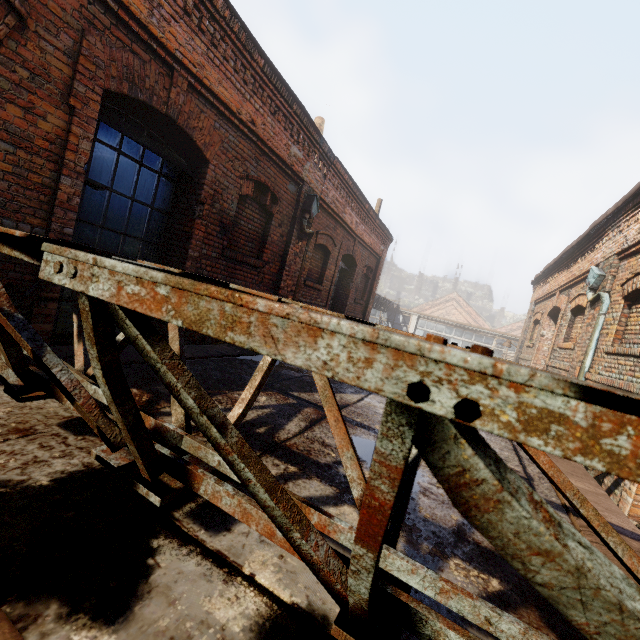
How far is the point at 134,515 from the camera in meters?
1.5

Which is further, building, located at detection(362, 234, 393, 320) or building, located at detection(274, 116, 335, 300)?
building, located at detection(362, 234, 393, 320)

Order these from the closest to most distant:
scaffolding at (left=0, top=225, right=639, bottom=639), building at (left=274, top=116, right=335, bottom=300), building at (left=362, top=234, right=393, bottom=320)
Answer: scaffolding at (left=0, top=225, right=639, bottom=639) → building at (left=274, top=116, right=335, bottom=300) → building at (left=362, top=234, right=393, bottom=320)

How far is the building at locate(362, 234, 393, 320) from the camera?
12.9 meters

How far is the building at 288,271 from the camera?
6.8 meters

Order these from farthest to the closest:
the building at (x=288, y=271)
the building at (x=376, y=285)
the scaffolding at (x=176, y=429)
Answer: the building at (x=376, y=285), the building at (x=288, y=271), the scaffolding at (x=176, y=429)

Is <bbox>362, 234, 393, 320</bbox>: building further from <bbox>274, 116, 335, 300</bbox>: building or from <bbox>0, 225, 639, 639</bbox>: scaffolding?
<bbox>0, 225, 639, 639</bbox>: scaffolding

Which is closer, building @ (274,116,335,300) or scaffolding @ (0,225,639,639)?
scaffolding @ (0,225,639,639)
